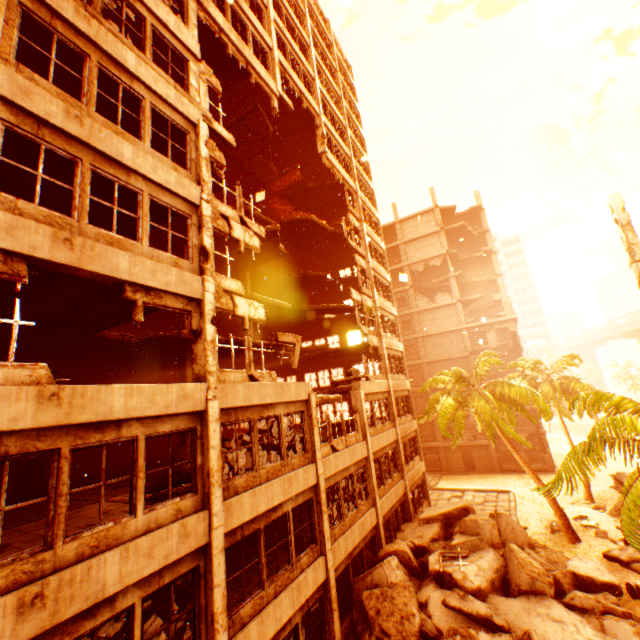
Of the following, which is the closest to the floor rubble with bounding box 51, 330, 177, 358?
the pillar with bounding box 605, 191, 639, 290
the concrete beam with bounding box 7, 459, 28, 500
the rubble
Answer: the rubble

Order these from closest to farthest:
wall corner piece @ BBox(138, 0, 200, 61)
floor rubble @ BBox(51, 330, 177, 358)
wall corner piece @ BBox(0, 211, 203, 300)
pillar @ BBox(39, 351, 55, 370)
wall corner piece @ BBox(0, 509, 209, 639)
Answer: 1. wall corner piece @ BBox(0, 509, 209, 639)
2. wall corner piece @ BBox(0, 211, 203, 300)
3. wall corner piece @ BBox(138, 0, 200, 61)
4. floor rubble @ BBox(51, 330, 177, 358)
5. pillar @ BBox(39, 351, 55, 370)

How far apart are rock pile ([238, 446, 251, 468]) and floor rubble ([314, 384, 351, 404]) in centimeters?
91cm

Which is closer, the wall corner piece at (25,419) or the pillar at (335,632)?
the wall corner piece at (25,419)

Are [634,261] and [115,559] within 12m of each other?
no

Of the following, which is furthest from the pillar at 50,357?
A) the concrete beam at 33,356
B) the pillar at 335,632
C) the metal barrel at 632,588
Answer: the metal barrel at 632,588
